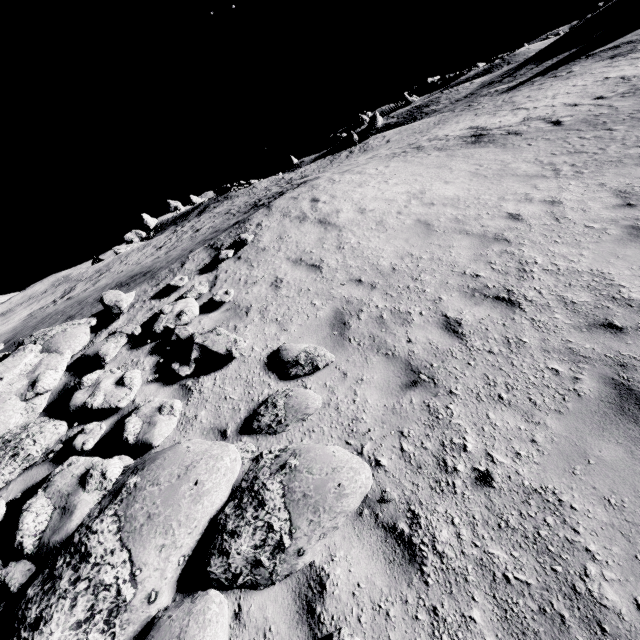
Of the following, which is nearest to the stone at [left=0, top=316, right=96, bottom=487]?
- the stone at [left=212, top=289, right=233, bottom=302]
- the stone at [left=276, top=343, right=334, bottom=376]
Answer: the stone at [left=212, top=289, right=233, bottom=302]

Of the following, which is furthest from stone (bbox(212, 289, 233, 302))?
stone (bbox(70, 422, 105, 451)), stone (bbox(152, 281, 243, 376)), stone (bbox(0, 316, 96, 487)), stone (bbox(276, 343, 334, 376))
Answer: stone (bbox(70, 422, 105, 451))

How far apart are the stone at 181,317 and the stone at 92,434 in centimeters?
202cm

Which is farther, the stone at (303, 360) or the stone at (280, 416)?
the stone at (303, 360)

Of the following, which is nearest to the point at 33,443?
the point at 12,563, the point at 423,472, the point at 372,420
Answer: the point at 12,563

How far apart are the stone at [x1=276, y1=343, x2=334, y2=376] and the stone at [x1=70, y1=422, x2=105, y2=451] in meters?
3.1 m

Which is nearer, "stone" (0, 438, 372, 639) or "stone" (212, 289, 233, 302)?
"stone" (0, 438, 372, 639)

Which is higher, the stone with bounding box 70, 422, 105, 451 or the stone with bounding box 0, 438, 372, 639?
the stone with bounding box 70, 422, 105, 451
